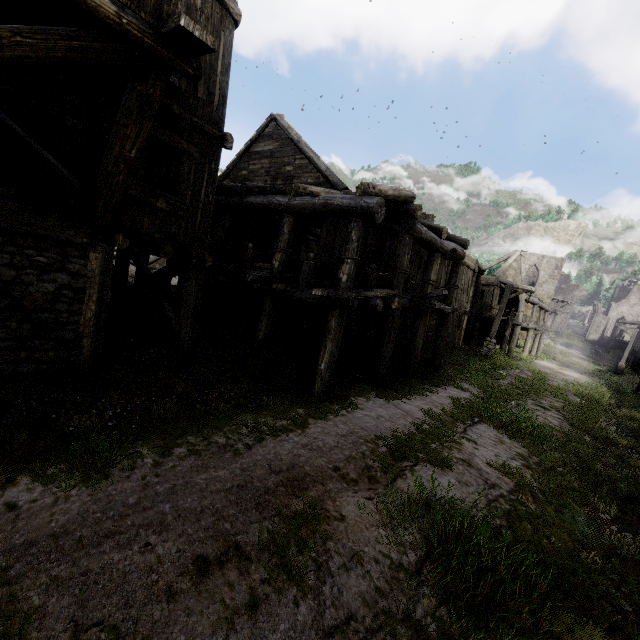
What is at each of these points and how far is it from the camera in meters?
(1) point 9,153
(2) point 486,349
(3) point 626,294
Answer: (1) building, 4.5 m
(2) wooden lamp post, 20.3 m
(3) building, 58.7 m

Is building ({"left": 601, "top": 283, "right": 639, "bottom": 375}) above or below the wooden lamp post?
above

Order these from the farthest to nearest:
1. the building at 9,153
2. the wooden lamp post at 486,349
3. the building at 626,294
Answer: the building at 626,294 → the wooden lamp post at 486,349 → the building at 9,153

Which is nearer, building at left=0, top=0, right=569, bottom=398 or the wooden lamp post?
building at left=0, top=0, right=569, bottom=398

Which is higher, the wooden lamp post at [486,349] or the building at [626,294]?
the building at [626,294]

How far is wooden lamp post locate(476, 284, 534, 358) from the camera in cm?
1944

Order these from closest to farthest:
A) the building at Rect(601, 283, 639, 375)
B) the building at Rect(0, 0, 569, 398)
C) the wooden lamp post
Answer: the building at Rect(0, 0, 569, 398)
the wooden lamp post
the building at Rect(601, 283, 639, 375)
